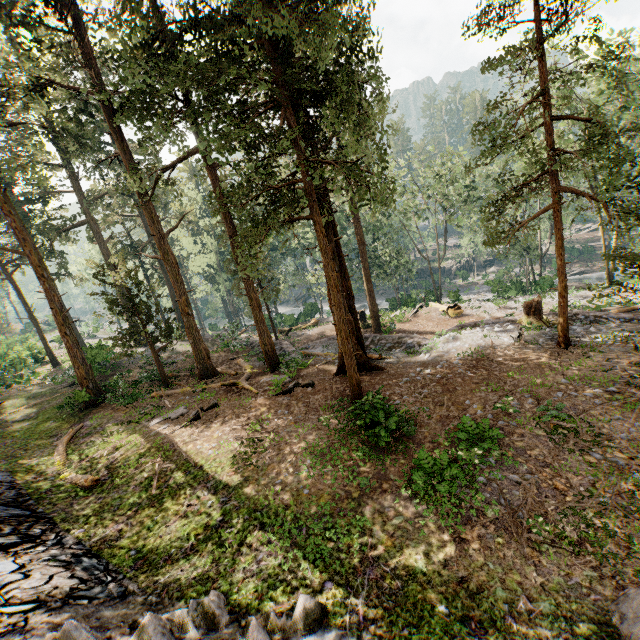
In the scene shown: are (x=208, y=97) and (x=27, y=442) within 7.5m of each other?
no

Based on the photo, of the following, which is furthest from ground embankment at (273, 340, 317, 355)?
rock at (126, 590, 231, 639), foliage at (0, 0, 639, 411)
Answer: rock at (126, 590, 231, 639)

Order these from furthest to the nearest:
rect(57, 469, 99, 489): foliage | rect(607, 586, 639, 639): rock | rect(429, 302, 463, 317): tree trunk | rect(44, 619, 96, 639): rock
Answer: rect(429, 302, 463, 317): tree trunk < rect(57, 469, 99, 489): foliage < rect(44, 619, 96, 639): rock < rect(607, 586, 639, 639): rock

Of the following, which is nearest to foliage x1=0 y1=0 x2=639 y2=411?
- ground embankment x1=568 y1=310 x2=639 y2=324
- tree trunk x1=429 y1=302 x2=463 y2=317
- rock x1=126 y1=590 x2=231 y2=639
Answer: ground embankment x1=568 y1=310 x2=639 y2=324

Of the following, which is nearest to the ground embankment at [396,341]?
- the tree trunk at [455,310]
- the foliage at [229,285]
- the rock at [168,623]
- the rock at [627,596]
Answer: the foliage at [229,285]

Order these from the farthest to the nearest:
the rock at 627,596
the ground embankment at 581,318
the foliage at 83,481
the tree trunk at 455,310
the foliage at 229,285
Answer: the tree trunk at 455,310 → the ground embankment at 581,318 → the foliage at 83,481 → the foliage at 229,285 → the rock at 627,596

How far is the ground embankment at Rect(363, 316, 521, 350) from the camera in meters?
20.2 m

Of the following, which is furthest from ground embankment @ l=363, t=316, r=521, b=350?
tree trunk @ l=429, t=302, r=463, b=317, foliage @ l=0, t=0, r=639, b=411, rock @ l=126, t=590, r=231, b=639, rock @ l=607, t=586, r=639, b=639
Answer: rock @ l=126, t=590, r=231, b=639
